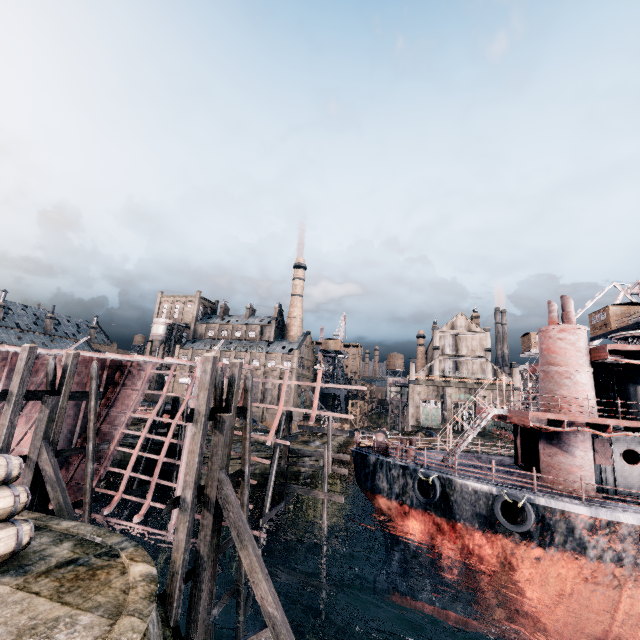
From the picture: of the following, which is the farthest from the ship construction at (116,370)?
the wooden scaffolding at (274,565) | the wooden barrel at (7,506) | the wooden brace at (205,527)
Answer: the wooden barrel at (7,506)

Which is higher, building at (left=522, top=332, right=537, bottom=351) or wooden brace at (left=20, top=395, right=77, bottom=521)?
building at (left=522, top=332, right=537, bottom=351)

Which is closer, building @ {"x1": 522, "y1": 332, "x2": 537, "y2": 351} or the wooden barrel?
the wooden barrel

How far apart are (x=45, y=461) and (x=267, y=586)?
11.6m

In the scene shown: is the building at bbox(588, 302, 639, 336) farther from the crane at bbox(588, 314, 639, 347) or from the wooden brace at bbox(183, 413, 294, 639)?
the wooden brace at bbox(183, 413, 294, 639)

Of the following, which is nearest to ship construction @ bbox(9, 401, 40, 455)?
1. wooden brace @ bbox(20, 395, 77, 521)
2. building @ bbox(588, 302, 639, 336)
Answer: wooden brace @ bbox(20, 395, 77, 521)

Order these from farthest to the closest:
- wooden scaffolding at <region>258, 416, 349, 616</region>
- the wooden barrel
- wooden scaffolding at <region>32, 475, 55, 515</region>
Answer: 1. wooden scaffolding at <region>258, 416, 349, 616</region>
2. wooden scaffolding at <region>32, 475, 55, 515</region>
3. the wooden barrel

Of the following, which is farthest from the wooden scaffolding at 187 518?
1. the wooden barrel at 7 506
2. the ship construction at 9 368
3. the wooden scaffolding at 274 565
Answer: the wooden barrel at 7 506
